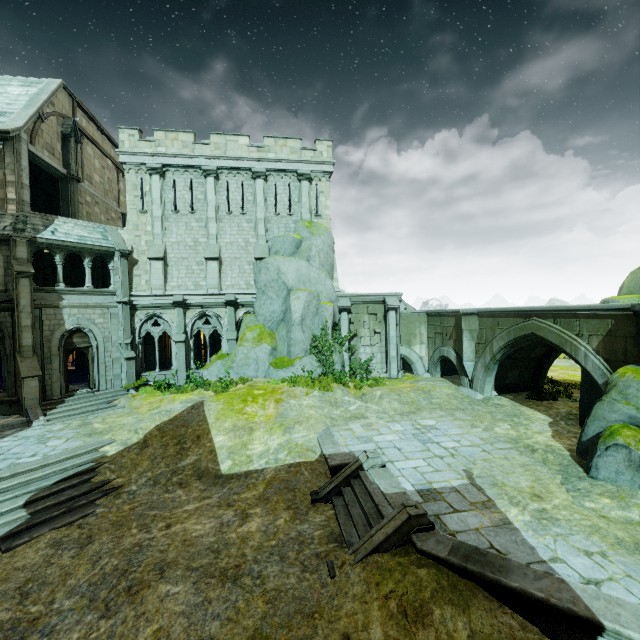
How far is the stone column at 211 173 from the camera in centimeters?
2086cm

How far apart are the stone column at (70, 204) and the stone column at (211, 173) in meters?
8.5 m

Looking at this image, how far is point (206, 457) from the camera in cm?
1233

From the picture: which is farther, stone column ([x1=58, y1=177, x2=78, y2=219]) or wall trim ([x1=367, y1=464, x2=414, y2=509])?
stone column ([x1=58, y1=177, x2=78, y2=219])

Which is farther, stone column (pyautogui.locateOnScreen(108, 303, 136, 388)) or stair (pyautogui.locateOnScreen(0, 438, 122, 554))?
stone column (pyautogui.locateOnScreen(108, 303, 136, 388))

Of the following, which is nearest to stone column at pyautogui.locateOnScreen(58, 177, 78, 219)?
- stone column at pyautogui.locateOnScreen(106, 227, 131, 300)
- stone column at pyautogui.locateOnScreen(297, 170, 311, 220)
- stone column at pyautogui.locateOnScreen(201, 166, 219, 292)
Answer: stone column at pyautogui.locateOnScreen(106, 227, 131, 300)

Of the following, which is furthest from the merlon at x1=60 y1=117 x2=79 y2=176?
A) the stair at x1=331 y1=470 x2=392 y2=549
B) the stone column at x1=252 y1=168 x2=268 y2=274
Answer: the stair at x1=331 y1=470 x2=392 y2=549

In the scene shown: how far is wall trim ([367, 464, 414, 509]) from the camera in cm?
837
